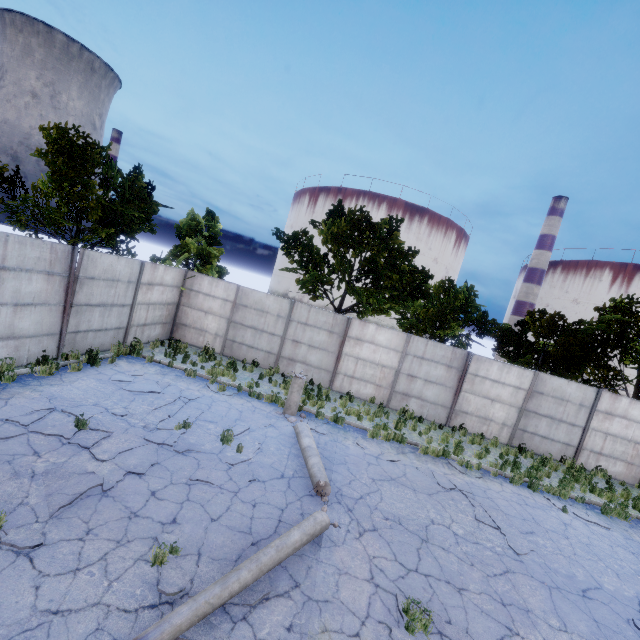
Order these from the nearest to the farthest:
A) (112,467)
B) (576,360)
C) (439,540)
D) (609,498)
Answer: (112,467) < (439,540) < (609,498) < (576,360)

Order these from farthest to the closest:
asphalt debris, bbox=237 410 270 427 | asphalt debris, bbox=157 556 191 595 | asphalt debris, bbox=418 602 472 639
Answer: asphalt debris, bbox=237 410 270 427 → asphalt debris, bbox=418 602 472 639 → asphalt debris, bbox=157 556 191 595

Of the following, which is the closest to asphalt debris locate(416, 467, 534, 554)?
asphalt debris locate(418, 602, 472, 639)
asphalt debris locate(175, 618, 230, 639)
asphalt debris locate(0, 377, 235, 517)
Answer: asphalt debris locate(418, 602, 472, 639)

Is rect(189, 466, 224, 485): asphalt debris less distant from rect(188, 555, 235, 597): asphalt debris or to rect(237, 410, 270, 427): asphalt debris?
rect(188, 555, 235, 597): asphalt debris

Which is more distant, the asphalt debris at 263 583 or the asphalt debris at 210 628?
the asphalt debris at 263 583

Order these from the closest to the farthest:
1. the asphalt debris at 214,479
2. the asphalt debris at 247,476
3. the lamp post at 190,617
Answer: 1. the lamp post at 190,617
2. the asphalt debris at 214,479
3. the asphalt debris at 247,476

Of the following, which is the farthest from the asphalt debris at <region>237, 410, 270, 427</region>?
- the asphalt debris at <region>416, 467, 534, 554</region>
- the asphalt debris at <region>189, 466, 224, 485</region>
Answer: the asphalt debris at <region>416, 467, 534, 554</region>

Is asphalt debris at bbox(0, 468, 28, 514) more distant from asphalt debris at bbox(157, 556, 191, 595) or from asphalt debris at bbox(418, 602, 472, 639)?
asphalt debris at bbox(418, 602, 472, 639)
